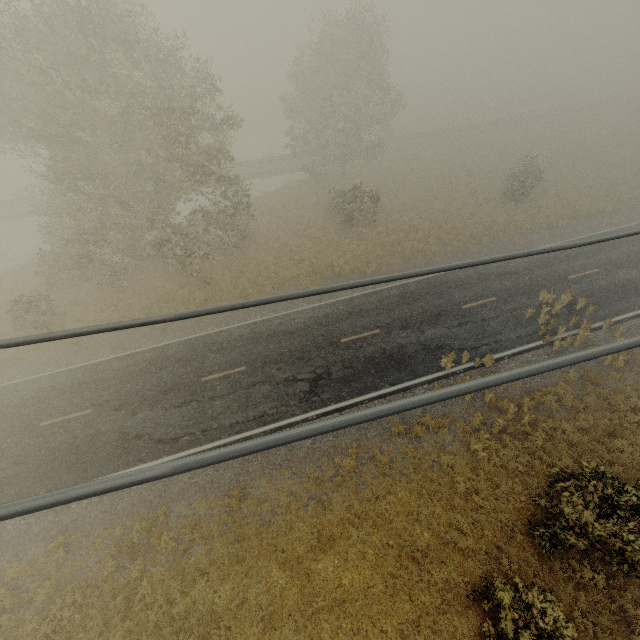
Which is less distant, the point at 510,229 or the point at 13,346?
the point at 13,346
